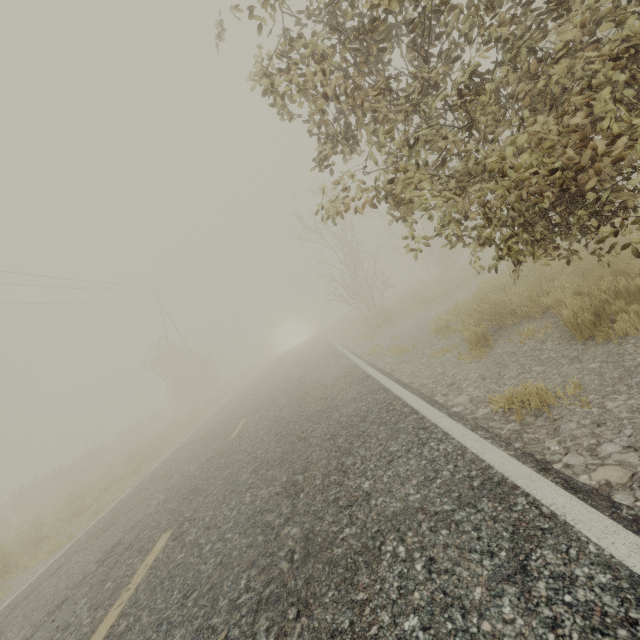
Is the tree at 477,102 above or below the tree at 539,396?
above

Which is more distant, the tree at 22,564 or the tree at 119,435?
the tree at 119,435

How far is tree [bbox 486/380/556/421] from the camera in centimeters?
294cm

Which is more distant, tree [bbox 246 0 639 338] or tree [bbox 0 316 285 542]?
tree [bbox 0 316 285 542]

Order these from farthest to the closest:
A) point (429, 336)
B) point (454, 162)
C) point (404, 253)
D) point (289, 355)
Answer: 1. point (454, 162)
2. point (289, 355)
3. point (404, 253)
4. point (429, 336)

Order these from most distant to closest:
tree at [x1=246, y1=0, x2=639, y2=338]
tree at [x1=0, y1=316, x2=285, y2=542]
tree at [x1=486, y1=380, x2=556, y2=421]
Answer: tree at [x1=0, y1=316, x2=285, y2=542] < tree at [x1=486, y1=380, x2=556, y2=421] < tree at [x1=246, y1=0, x2=639, y2=338]

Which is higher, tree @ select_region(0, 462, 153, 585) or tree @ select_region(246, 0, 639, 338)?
tree @ select_region(246, 0, 639, 338)
